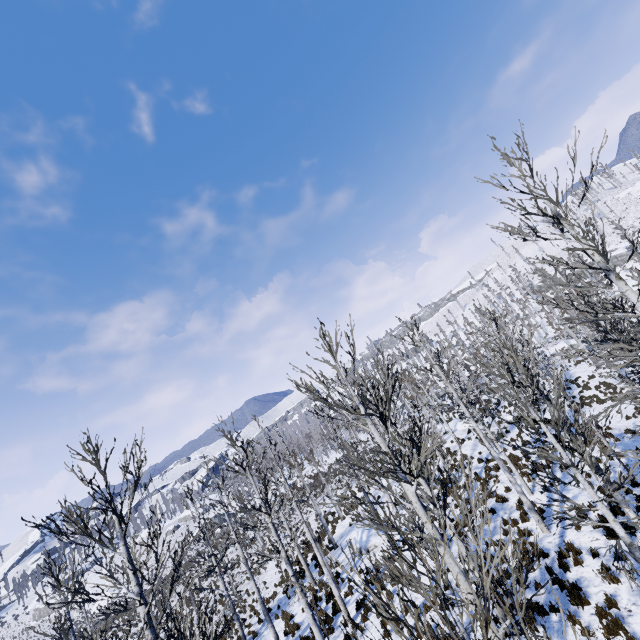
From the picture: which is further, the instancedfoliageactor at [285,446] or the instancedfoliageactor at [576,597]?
the instancedfoliageactor at [576,597]

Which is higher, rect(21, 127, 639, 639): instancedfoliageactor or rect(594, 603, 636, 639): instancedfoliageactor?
rect(21, 127, 639, 639): instancedfoliageactor

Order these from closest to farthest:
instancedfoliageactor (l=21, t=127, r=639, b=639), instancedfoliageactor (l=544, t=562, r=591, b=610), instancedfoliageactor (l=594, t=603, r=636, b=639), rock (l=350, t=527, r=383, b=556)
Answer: instancedfoliageactor (l=21, t=127, r=639, b=639)
instancedfoliageactor (l=594, t=603, r=636, b=639)
instancedfoliageactor (l=544, t=562, r=591, b=610)
rock (l=350, t=527, r=383, b=556)

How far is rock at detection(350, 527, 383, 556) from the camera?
18.2m

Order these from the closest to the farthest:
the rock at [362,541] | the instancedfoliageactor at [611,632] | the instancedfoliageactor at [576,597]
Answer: the instancedfoliageactor at [611,632] → the instancedfoliageactor at [576,597] → the rock at [362,541]

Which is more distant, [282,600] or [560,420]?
[282,600]

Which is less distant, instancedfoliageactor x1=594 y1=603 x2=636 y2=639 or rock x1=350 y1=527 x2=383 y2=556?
instancedfoliageactor x1=594 y1=603 x2=636 y2=639

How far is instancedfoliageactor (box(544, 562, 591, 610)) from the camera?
8.67m
